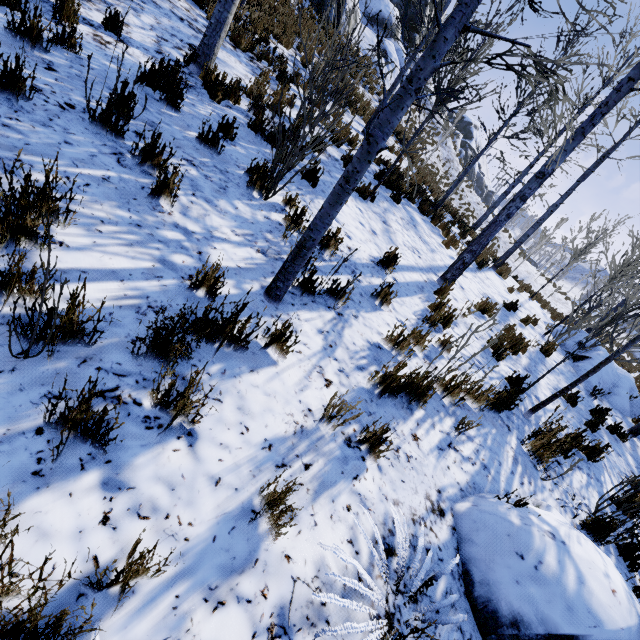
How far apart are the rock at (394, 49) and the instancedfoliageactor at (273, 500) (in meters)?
26.87

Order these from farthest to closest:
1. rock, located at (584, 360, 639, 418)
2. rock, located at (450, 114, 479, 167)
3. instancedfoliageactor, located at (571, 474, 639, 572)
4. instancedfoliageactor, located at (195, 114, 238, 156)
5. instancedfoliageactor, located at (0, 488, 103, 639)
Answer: rock, located at (450, 114, 479, 167) < rock, located at (584, 360, 639, 418) < instancedfoliageactor, located at (195, 114, 238, 156) < instancedfoliageactor, located at (571, 474, 639, 572) < instancedfoliageactor, located at (0, 488, 103, 639)

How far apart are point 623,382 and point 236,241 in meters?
11.5

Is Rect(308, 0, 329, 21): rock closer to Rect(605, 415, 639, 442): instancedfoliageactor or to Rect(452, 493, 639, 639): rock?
Rect(605, 415, 639, 442): instancedfoliageactor

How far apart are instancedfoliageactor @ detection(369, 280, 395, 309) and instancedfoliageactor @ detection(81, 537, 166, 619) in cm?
353

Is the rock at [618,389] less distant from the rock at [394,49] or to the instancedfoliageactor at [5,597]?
the instancedfoliageactor at [5,597]

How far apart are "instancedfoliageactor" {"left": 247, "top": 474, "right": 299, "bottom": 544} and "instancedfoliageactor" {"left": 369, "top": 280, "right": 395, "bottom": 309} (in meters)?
2.96

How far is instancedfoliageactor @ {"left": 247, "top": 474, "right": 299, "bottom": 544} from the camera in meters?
1.6 m
